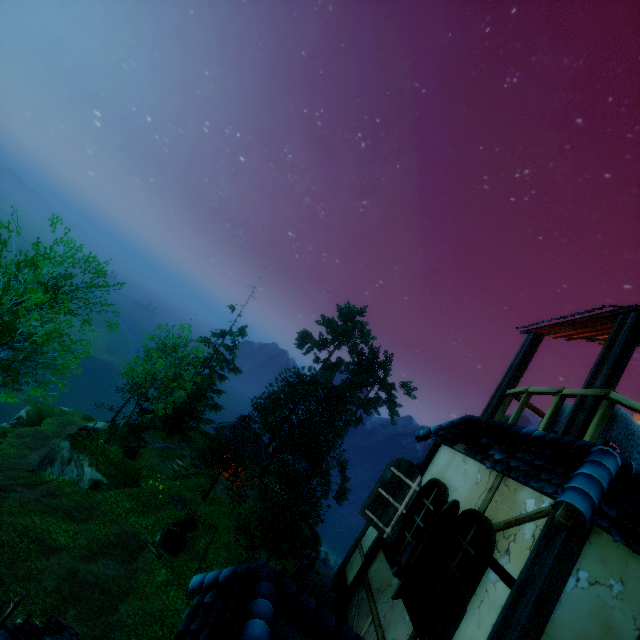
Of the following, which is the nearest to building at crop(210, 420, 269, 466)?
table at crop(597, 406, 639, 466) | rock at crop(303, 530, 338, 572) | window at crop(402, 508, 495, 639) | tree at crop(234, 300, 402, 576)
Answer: tree at crop(234, 300, 402, 576)

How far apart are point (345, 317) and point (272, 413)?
18.0 meters

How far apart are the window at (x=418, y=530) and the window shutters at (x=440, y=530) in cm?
57

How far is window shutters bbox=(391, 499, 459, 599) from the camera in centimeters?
396cm

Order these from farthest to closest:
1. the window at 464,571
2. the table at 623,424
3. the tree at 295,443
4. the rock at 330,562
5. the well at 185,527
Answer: the rock at 330,562
the tree at 295,443
the well at 185,527
the table at 623,424
the window at 464,571

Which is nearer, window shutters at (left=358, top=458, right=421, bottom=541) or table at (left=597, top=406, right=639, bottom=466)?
table at (left=597, top=406, right=639, bottom=466)

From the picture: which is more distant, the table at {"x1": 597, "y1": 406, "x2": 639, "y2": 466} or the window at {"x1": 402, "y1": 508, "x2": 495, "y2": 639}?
the table at {"x1": 597, "y1": 406, "x2": 639, "y2": 466}

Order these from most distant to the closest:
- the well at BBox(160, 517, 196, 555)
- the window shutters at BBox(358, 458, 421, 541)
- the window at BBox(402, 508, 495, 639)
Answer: the well at BBox(160, 517, 196, 555) → the window shutters at BBox(358, 458, 421, 541) → the window at BBox(402, 508, 495, 639)
